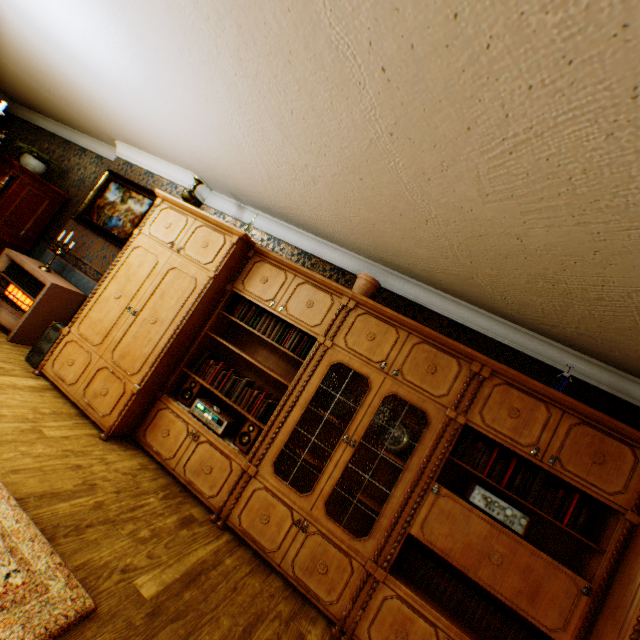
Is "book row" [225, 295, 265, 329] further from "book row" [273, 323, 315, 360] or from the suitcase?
the suitcase

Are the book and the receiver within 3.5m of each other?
yes

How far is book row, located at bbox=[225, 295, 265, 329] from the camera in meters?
3.6

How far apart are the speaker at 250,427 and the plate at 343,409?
0.8m

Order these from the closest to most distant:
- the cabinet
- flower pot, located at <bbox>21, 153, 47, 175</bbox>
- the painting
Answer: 1. the cabinet
2. the painting
3. flower pot, located at <bbox>21, 153, 47, 175</bbox>

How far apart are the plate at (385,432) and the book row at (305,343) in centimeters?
106cm

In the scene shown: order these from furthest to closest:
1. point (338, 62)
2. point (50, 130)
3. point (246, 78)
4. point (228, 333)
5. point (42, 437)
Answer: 1. point (50, 130)
2. point (228, 333)
3. point (42, 437)
4. point (246, 78)
5. point (338, 62)

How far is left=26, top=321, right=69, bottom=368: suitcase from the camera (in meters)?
3.77
